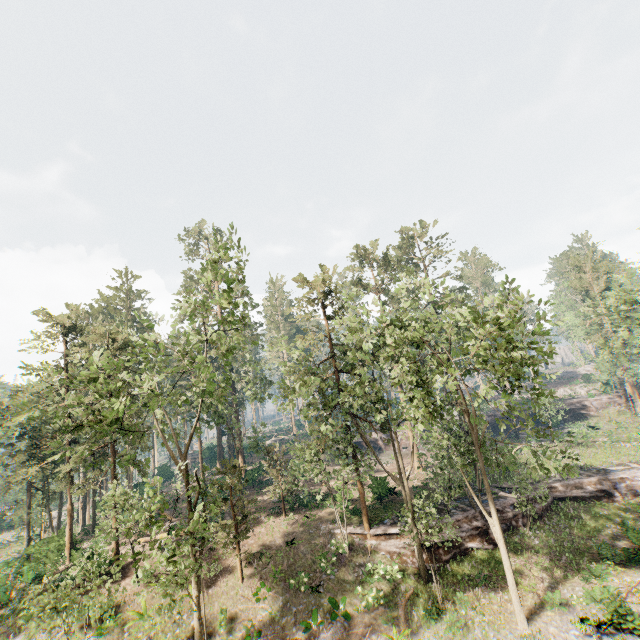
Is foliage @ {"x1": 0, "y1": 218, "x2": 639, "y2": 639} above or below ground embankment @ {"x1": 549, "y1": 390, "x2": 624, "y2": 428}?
above

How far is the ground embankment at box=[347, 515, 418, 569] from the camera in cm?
2244

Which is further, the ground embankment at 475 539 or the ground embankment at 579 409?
the ground embankment at 579 409

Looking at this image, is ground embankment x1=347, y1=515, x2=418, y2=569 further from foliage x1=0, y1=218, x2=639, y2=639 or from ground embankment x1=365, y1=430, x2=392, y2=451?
ground embankment x1=365, y1=430, x2=392, y2=451

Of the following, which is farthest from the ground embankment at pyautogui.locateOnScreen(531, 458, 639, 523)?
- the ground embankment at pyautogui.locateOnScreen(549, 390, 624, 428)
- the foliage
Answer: the ground embankment at pyautogui.locateOnScreen(549, 390, 624, 428)

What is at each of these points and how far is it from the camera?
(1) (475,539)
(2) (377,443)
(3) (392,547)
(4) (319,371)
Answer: (1) ground embankment, 23.2 meters
(2) ground embankment, 50.0 meters
(3) ground embankment, 22.8 meters
(4) foliage, 24.8 meters

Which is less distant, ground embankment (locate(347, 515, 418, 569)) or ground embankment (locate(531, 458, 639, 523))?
ground embankment (locate(347, 515, 418, 569))
